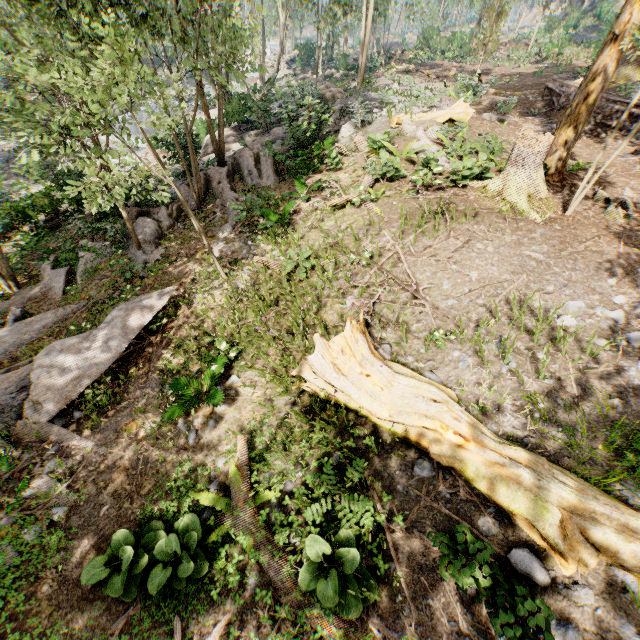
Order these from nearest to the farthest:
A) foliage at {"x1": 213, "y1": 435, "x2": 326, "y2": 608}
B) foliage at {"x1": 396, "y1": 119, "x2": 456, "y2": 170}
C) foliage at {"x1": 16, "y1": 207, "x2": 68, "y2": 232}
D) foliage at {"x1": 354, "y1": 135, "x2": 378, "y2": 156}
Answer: foliage at {"x1": 213, "y1": 435, "x2": 326, "y2": 608}, foliage at {"x1": 396, "y1": 119, "x2": 456, "y2": 170}, foliage at {"x1": 354, "y1": 135, "x2": 378, "y2": 156}, foliage at {"x1": 16, "y1": 207, "x2": 68, "y2": 232}

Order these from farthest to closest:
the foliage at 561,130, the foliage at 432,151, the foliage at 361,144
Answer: the foliage at 361,144
the foliage at 432,151
the foliage at 561,130

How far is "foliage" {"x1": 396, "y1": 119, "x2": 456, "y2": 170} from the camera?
11.3 meters

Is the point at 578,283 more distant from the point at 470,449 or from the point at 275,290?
the point at 275,290

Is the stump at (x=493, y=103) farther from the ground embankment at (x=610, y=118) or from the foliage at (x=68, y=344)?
the foliage at (x=68, y=344)

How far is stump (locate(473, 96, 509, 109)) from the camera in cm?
1853
